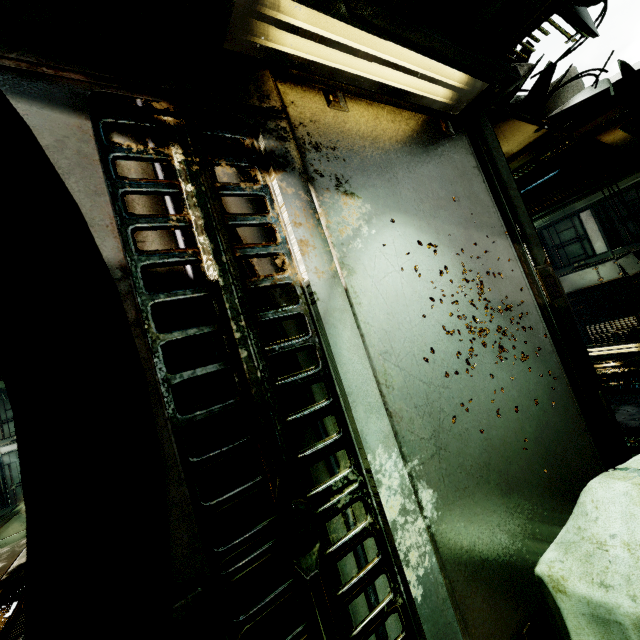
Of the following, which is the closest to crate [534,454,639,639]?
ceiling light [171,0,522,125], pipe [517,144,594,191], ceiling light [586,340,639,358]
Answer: ceiling light [171,0,522,125]

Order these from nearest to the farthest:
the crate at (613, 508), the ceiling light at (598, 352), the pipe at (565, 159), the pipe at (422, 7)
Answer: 1. the crate at (613, 508)
2. the pipe at (422, 7)
3. the pipe at (565, 159)
4. the ceiling light at (598, 352)

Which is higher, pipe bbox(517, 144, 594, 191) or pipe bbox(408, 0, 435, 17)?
pipe bbox(517, 144, 594, 191)

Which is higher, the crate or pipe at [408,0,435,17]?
pipe at [408,0,435,17]

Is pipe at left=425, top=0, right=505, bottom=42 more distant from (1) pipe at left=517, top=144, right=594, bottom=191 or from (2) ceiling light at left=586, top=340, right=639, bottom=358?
(2) ceiling light at left=586, top=340, right=639, bottom=358

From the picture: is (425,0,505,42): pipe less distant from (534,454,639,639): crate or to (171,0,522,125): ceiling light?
(171,0,522,125): ceiling light

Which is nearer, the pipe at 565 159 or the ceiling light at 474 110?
the ceiling light at 474 110

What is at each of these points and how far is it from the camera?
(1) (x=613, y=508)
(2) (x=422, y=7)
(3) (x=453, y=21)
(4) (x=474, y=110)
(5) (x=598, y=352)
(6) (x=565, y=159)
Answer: (1) crate, 1.2 meters
(2) pipe, 1.5 meters
(3) pipe, 1.7 meters
(4) ceiling light, 2.2 meters
(5) ceiling light, 9.4 meters
(6) pipe, 6.5 meters
